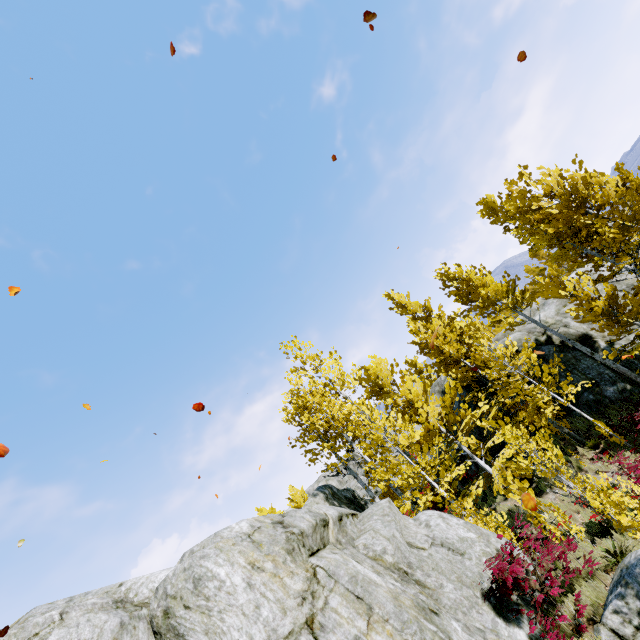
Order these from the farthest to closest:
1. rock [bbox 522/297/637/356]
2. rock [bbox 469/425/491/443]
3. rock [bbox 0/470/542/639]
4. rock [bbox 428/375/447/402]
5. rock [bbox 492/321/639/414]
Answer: rock [bbox 428/375/447/402] → rock [bbox 469/425/491/443] → rock [bbox 522/297/637/356] → rock [bbox 492/321/639/414] → rock [bbox 0/470/542/639]

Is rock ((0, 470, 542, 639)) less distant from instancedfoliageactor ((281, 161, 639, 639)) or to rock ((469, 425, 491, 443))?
instancedfoliageactor ((281, 161, 639, 639))

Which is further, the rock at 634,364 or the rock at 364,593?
the rock at 634,364

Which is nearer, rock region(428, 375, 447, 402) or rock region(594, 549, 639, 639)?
rock region(594, 549, 639, 639)

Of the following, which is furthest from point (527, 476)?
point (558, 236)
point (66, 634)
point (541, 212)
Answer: point (541, 212)

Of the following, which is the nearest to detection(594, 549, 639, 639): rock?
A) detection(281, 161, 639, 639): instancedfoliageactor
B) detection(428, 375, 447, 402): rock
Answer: detection(281, 161, 639, 639): instancedfoliageactor

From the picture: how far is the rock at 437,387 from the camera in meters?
19.6
